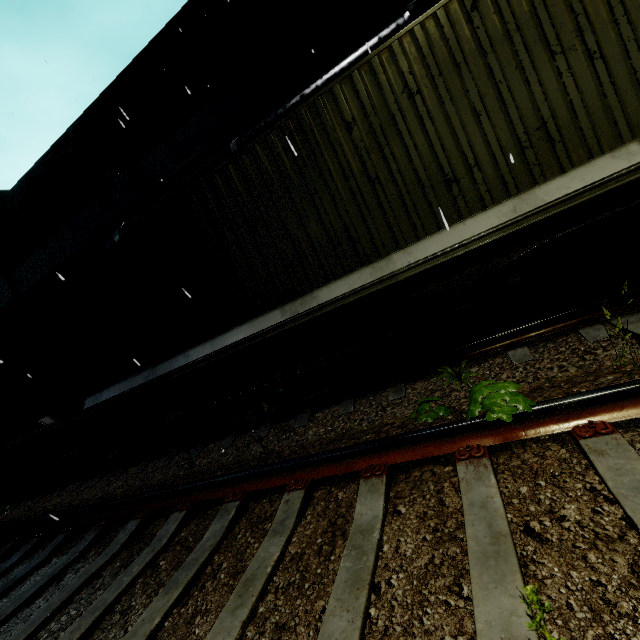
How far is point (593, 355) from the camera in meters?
3.3 m

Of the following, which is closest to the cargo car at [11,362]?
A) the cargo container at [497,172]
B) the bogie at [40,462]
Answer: the cargo container at [497,172]

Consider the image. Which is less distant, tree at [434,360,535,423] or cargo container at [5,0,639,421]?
tree at [434,360,535,423]

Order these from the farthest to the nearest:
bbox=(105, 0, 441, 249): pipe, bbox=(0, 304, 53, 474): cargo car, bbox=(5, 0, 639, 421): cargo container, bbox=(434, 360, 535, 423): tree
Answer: bbox=(0, 304, 53, 474): cargo car, bbox=(105, 0, 441, 249): pipe, bbox=(5, 0, 639, 421): cargo container, bbox=(434, 360, 535, 423): tree

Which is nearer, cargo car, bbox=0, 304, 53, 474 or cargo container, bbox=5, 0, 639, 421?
cargo container, bbox=5, 0, 639, 421

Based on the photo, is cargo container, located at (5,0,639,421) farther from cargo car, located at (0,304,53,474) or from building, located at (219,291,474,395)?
building, located at (219,291,474,395)

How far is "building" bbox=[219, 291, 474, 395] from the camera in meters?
8.6

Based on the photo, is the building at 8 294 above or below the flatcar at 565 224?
above
